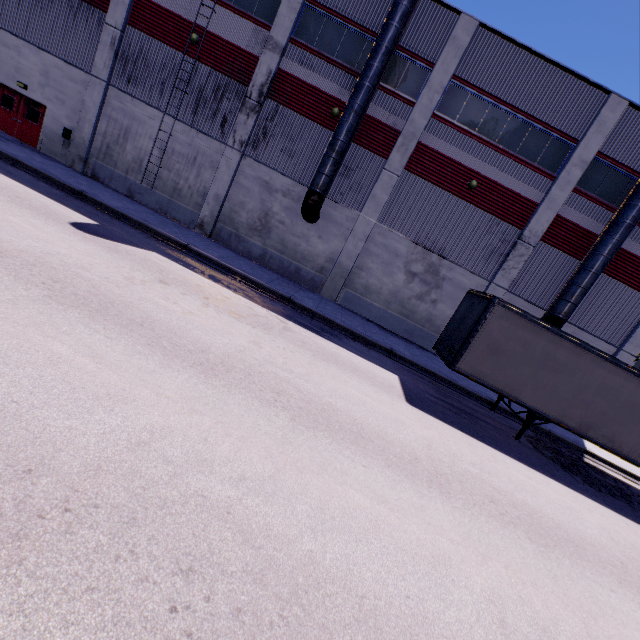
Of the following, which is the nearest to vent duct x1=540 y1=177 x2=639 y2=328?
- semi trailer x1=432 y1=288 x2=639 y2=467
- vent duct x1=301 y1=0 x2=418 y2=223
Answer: semi trailer x1=432 y1=288 x2=639 y2=467

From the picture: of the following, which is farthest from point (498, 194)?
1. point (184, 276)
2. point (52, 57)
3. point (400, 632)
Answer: point (52, 57)

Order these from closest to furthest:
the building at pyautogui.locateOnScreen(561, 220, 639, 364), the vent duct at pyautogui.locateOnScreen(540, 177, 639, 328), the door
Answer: the vent duct at pyautogui.locateOnScreen(540, 177, 639, 328) → the building at pyautogui.locateOnScreen(561, 220, 639, 364) → the door

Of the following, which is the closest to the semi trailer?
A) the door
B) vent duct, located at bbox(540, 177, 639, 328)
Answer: vent duct, located at bbox(540, 177, 639, 328)

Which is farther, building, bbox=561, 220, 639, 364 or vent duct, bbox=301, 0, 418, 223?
building, bbox=561, 220, 639, 364

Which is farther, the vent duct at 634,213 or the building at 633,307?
the building at 633,307

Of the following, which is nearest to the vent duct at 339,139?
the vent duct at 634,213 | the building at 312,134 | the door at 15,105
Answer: the building at 312,134

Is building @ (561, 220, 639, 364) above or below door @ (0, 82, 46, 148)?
above
